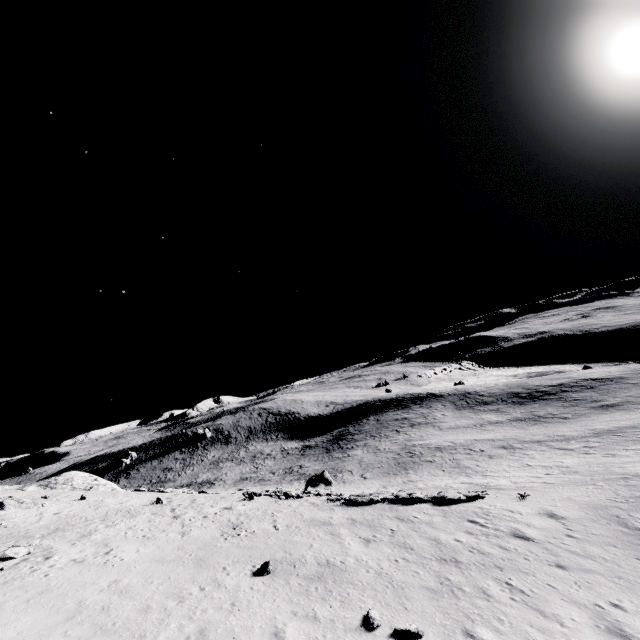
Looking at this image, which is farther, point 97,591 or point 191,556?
point 191,556

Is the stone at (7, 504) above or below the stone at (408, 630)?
above

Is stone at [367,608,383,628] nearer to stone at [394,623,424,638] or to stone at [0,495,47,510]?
stone at [394,623,424,638]

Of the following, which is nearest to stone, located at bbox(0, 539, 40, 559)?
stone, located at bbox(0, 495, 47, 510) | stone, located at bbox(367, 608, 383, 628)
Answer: stone, located at bbox(0, 495, 47, 510)

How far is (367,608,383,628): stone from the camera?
8.6m

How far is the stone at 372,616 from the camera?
8.63m

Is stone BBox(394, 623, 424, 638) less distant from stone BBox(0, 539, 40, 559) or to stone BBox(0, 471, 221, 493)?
stone BBox(0, 539, 40, 559)

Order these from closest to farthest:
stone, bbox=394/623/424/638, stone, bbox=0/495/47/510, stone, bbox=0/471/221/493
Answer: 1. stone, bbox=394/623/424/638
2. stone, bbox=0/495/47/510
3. stone, bbox=0/471/221/493
